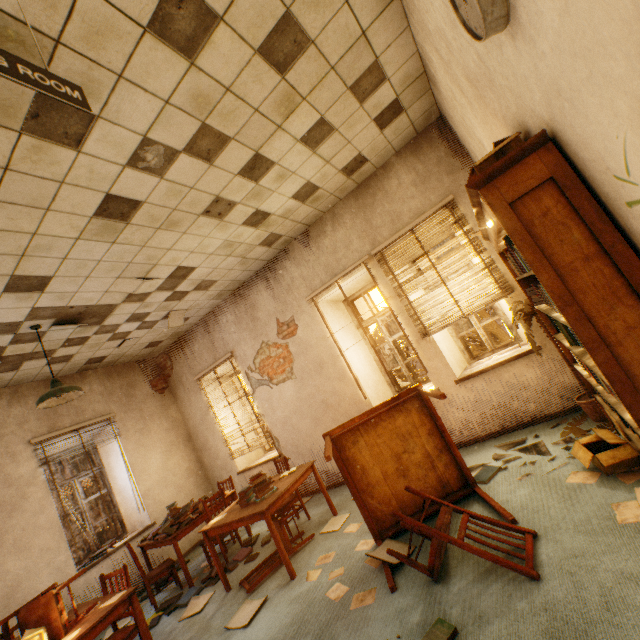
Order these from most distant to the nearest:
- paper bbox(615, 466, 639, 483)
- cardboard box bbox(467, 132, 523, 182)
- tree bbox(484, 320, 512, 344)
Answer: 1. tree bbox(484, 320, 512, 344)
2. paper bbox(615, 466, 639, 483)
3. cardboard box bbox(467, 132, 523, 182)

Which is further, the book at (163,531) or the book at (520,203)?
the book at (163,531)

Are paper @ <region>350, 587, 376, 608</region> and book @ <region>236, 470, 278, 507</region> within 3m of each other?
yes

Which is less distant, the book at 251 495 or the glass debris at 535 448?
the glass debris at 535 448

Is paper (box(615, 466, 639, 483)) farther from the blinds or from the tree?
the tree

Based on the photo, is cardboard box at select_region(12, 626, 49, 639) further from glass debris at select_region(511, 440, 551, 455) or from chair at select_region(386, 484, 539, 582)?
glass debris at select_region(511, 440, 551, 455)

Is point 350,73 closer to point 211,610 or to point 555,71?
point 555,71

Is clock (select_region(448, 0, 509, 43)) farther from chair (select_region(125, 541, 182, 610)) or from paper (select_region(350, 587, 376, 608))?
chair (select_region(125, 541, 182, 610))
